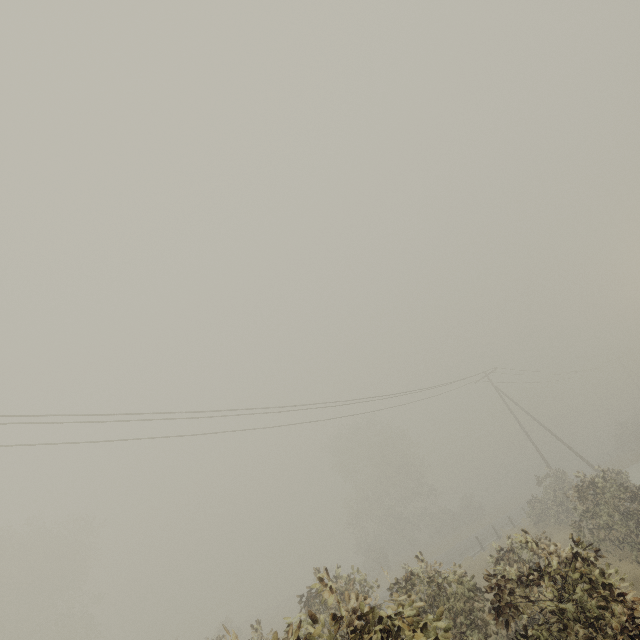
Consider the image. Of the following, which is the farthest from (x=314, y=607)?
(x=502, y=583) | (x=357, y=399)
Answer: (x=357, y=399)
